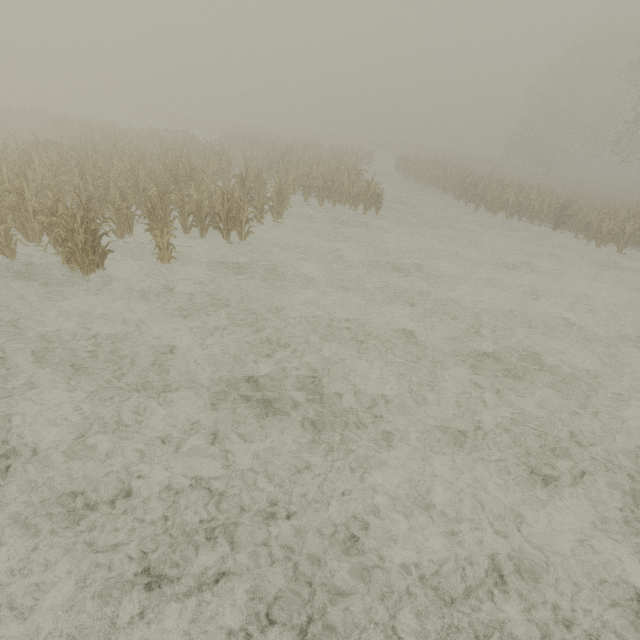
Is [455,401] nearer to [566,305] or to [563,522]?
[563,522]
